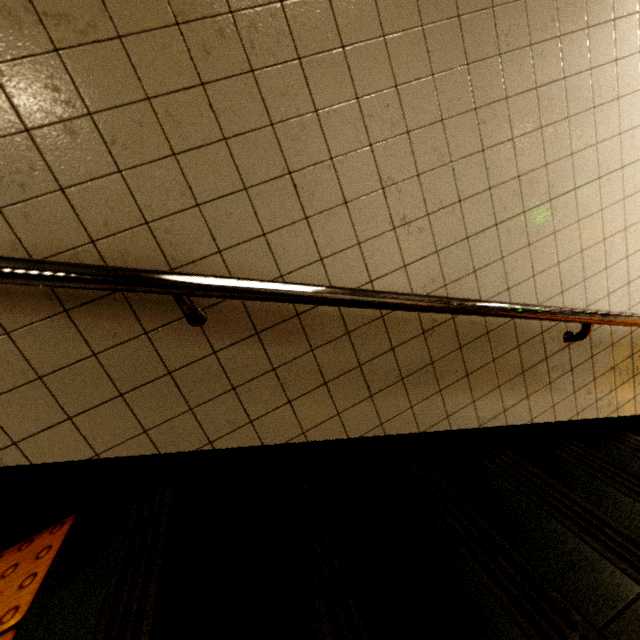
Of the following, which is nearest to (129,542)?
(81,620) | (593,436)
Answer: (81,620)
